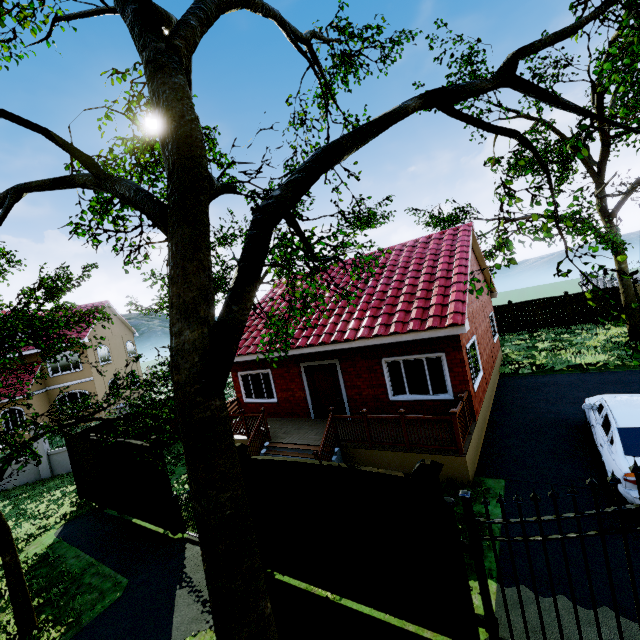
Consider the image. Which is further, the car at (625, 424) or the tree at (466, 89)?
the car at (625, 424)

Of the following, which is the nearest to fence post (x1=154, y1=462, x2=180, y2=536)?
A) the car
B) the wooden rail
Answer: the wooden rail

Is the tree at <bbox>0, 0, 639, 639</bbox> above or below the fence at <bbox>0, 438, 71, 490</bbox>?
above

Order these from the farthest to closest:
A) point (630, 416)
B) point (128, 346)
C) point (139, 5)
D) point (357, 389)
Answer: point (128, 346) → point (357, 389) → point (630, 416) → point (139, 5)

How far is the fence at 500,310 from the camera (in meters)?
23.59

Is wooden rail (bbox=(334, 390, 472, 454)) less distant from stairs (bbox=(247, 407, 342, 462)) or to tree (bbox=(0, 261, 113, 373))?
stairs (bbox=(247, 407, 342, 462))

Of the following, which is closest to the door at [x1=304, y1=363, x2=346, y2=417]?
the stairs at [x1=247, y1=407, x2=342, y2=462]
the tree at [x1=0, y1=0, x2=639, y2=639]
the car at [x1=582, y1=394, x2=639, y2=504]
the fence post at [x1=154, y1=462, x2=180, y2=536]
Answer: the stairs at [x1=247, y1=407, x2=342, y2=462]

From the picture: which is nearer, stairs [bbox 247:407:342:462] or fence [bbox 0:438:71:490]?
stairs [bbox 247:407:342:462]
